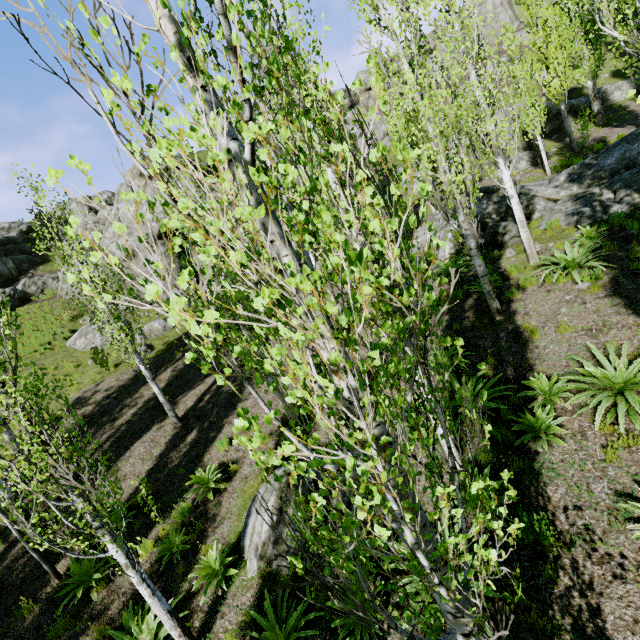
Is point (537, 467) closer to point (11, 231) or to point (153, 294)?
point (153, 294)

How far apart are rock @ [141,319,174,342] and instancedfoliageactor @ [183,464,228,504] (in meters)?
10.54

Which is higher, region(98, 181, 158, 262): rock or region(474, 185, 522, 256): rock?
region(98, 181, 158, 262): rock

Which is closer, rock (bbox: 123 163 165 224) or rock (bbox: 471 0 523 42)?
rock (bbox: 123 163 165 224)

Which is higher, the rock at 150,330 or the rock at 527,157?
the rock at 150,330

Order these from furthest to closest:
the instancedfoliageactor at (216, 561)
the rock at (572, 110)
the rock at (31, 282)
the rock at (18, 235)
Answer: the rock at (18, 235), the rock at (572, 110), the rock at (31, 282), the instancedfoliageactor at (216, 561)

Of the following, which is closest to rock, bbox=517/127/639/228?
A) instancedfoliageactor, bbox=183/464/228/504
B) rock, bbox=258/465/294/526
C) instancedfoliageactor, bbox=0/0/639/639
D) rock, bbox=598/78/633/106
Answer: instancedfoliageactor, bbox=0/0/639/639

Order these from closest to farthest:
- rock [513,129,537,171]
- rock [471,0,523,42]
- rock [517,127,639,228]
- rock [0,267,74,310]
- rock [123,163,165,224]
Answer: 1. rock [517,127,639,228]
2. rock [123,163,165,224]
3. rock [513,129,537,171]
4. rock [0,267,74,310]
5. rock [471,0,523,42]
